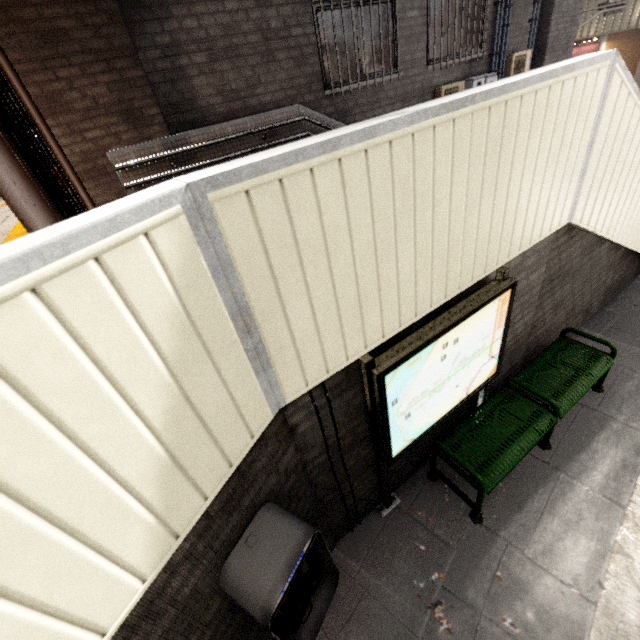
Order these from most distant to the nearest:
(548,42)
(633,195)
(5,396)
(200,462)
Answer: (548,42), (633,195), (200,462), (5,396)

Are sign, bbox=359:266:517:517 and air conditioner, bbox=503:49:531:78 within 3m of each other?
no

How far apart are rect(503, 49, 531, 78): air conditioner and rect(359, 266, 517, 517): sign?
8.0 meters

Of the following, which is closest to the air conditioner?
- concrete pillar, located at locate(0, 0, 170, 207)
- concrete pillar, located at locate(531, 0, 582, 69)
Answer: concrete pillar, located at locate(531, 0, 582, 69)

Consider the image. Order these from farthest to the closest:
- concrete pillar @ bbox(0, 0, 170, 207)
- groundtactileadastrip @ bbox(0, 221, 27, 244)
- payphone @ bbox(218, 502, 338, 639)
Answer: groundtactileadastrip @ bbox(0, 221, 27, 244) → concrete pillar @ bbox(0, 0, 170, 207) → payphone @ bbox(218, 502, 338, 639)

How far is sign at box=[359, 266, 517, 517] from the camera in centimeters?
221cm

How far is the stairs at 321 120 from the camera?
5.39m

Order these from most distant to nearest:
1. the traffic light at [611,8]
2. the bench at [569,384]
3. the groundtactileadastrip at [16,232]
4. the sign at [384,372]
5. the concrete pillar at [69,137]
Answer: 1. the traffic light at [611,8]
2. the groundtactileadastrip at [16,232]
3. the concrete pillar at [69,137]
4. the bench at [569,384]
5. the sign at [384,372]
